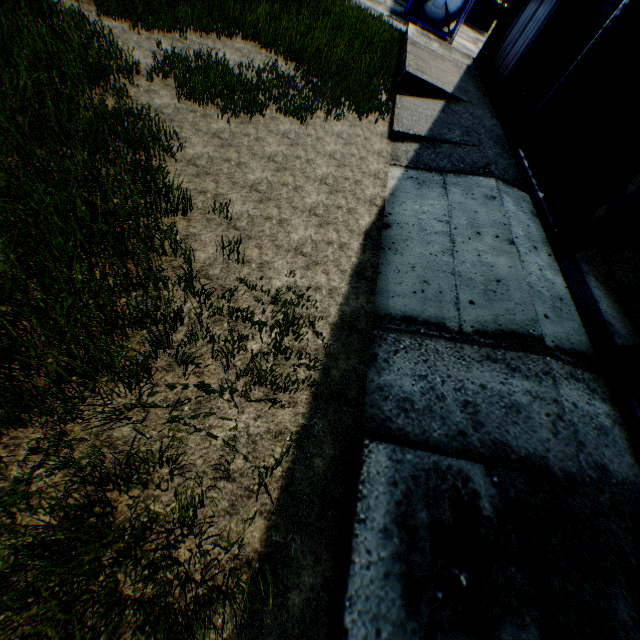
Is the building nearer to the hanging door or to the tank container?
the hanging door

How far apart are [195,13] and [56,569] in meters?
10.8

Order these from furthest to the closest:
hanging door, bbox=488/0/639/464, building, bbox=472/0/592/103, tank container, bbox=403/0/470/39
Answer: tank container, bbox=403/0/470/39
building, bbox=472/0/592/103
hanging door, bbox=488/0/639/464

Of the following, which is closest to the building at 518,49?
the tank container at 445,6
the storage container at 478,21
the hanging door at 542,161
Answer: the hanging door at 542,161

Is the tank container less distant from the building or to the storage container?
the storage container

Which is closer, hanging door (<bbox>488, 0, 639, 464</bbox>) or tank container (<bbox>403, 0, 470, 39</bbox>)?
hanging door (<bbox>488, 0, 639, 464</bbox>)

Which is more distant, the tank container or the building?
the tank container
